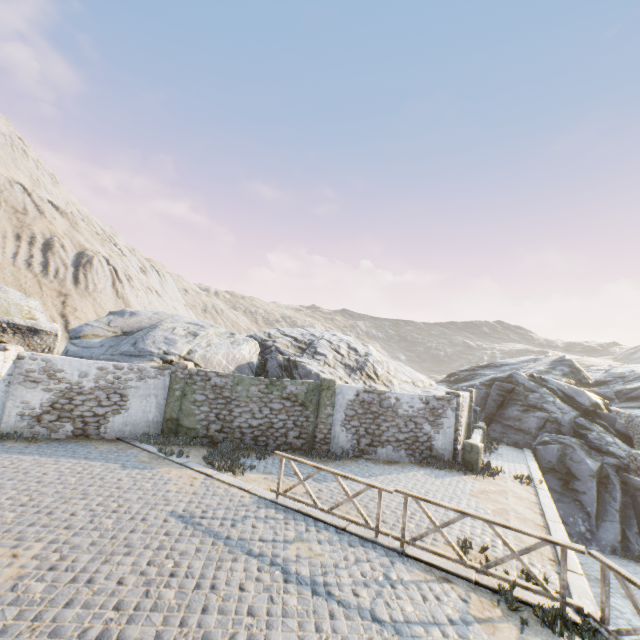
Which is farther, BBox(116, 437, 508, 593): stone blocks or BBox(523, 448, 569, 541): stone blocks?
BBox(523, 448, 569, 541): stone blocks

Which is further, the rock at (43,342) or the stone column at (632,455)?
the stone column at (632,455)

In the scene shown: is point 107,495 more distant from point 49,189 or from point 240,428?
point 49,189

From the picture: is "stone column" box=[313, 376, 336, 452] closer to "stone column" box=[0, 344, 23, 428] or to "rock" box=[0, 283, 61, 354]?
"rock" box=[0, 283, 61, 354]

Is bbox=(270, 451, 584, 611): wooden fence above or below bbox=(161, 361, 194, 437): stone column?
below

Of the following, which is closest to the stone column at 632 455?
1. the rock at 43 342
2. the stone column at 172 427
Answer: the rock at 43 342

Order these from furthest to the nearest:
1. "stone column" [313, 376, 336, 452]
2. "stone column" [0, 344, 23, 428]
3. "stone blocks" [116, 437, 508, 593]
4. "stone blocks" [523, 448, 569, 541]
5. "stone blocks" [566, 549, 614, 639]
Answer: "stone column" [313, 376, 336, 452] → "stone column" [0, 344, 23, 428] → "stone blocks" [523, 448, 569, 541] → "stone blocks" [116, 437, 508, 593] → "stone blocks" [566, 549, 614, 639]

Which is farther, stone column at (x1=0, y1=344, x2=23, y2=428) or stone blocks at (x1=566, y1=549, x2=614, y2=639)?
stone column at (x1=0, y1=344, x2=23, y2=428)
